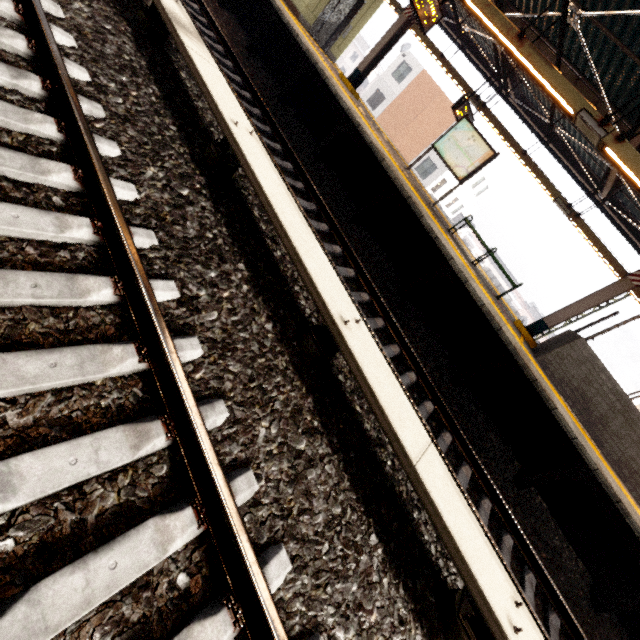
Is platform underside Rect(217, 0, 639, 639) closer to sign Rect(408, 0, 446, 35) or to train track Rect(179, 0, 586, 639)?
train track Rect(179, 0, 586, 639)

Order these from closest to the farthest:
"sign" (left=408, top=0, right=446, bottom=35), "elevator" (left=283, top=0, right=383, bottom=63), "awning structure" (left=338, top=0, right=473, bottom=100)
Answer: "sign" (left=408, top=0, right=446, bottom=35)
"awning structure" (left=338, top=0, right=473, bottom=100)
"elevator" (left=283, top=0, right=383, bottom=63)

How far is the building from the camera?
58.0m

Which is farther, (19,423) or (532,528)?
(532,528)

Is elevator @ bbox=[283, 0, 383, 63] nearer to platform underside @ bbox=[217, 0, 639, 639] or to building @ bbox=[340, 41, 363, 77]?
platform underside @ bbox=[217, 0, 639, 639]

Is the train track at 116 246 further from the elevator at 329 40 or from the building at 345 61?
the building at 345 61

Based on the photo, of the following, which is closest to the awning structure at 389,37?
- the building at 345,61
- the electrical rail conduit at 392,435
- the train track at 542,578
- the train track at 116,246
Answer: the train track at 542,578

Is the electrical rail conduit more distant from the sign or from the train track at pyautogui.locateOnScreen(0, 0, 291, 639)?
the sign
